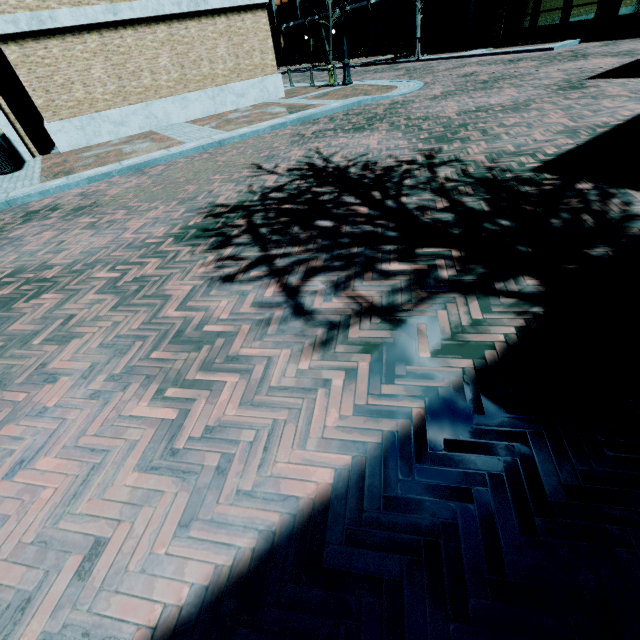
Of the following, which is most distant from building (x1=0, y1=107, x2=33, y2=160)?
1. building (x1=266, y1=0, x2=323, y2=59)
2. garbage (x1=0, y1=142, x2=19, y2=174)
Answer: garbage (x1=0, y1=142, x2=19, y2=174)

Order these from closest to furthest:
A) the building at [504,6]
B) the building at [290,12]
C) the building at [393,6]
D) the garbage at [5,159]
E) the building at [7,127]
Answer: the garbage at [5,159], the building at [7,127], the building at [504,6], the building at [393,6], the building at [290,12]

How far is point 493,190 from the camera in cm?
418

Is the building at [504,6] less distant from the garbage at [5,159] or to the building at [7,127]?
the building at [7,127]

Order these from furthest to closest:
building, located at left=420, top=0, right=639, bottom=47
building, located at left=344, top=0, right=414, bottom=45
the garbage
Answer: building, located at left=344, top=0, right=414, bottom=45
building, located at left=420, top=0, right=639, bottom=47
the garbage

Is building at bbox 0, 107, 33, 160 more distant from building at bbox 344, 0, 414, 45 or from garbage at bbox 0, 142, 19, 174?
garbage at bbox 0, 142, 19, 174

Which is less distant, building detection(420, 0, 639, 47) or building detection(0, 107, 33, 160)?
building detection(0, 107, 33, 160)
